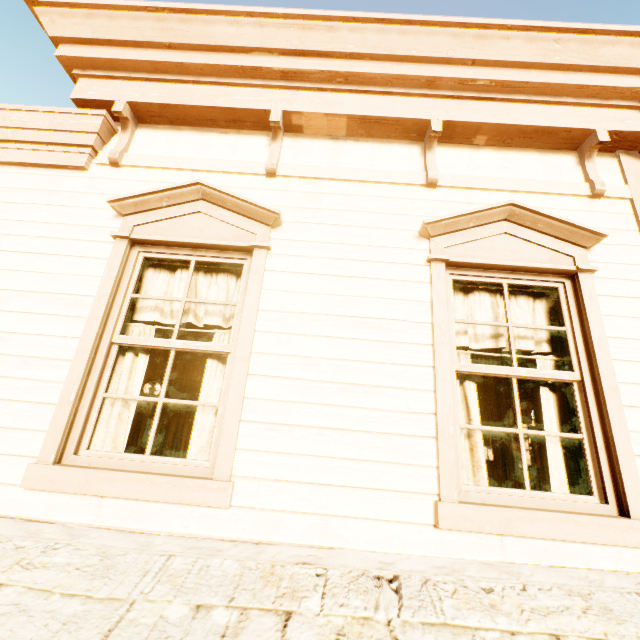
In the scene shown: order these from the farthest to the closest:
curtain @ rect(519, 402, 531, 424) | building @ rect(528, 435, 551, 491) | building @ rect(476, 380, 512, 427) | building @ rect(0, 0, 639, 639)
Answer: building @ rect(476, 380, 512, 427)
curtain @ rect(519, 402, 531, 424)
building @ rect(528, 435, 551, 491)
building @ rect(0, 0, 639, 639)

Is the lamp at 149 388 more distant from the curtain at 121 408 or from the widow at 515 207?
the widow at 515 207

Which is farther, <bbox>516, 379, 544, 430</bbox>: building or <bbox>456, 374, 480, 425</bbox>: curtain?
<bbox>516, 379, 544, 430</bbox>: building

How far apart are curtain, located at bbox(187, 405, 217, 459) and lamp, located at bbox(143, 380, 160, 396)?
6.8m

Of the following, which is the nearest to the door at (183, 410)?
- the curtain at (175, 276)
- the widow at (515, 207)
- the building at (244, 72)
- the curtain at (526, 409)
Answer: the building at (244, 72)

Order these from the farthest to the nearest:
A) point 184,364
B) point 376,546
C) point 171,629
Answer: point 184,364 < point 376,546 < point 171,629

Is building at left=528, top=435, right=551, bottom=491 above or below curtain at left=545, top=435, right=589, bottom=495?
below

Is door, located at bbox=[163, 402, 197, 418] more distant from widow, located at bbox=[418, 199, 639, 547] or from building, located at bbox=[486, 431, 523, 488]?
widow, located at bbox=[418, 199, 639, 547]
